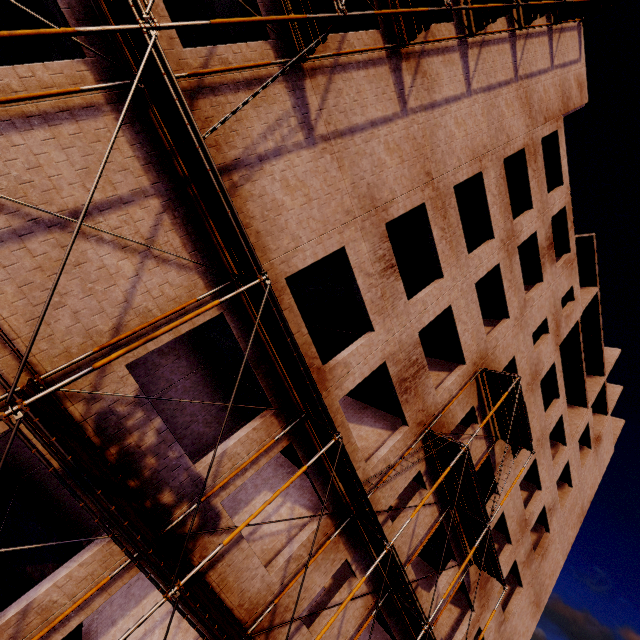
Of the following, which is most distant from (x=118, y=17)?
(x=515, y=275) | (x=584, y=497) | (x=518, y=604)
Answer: (x=584, y=497)
